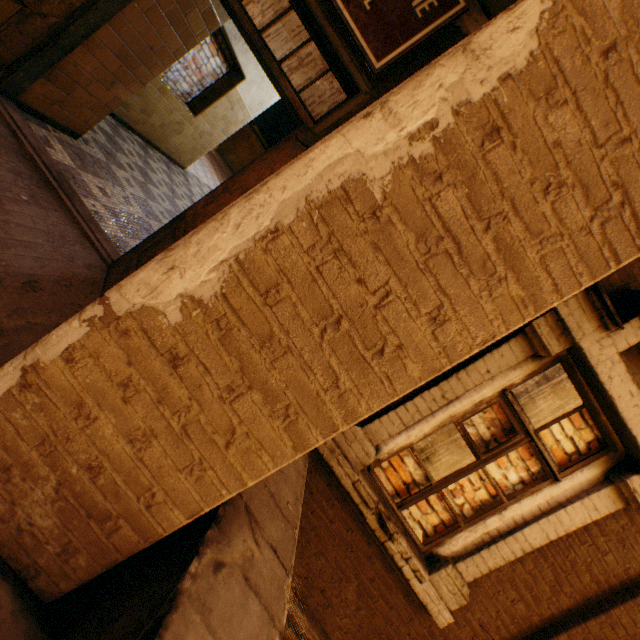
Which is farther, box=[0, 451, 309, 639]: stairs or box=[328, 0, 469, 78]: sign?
box=[328, 0, 469, 78]: sign

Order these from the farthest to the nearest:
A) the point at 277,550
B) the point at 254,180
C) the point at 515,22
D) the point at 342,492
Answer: the point at 342,492, the point at 254,180, the point at 277,550, the point at 515,22

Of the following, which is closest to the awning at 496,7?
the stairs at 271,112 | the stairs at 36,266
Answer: the stairs at 36,266

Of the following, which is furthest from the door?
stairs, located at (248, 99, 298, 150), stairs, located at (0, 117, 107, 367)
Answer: stairs, located at (248, 99, 298, 150)

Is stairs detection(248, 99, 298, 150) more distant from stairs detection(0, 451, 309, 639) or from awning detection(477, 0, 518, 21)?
stairs detection(0, 451, 309, 639)

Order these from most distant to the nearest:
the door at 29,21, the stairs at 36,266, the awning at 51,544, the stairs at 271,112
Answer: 1. the stairs at 271,112
2. the door at 29,21
3. the stairs at 36,266
4. the awning at 51,544

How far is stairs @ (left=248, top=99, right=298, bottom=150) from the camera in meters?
11.9

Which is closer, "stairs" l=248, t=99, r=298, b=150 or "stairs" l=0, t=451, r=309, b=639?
"stairs" l=0, t=451, r=309, b=639
